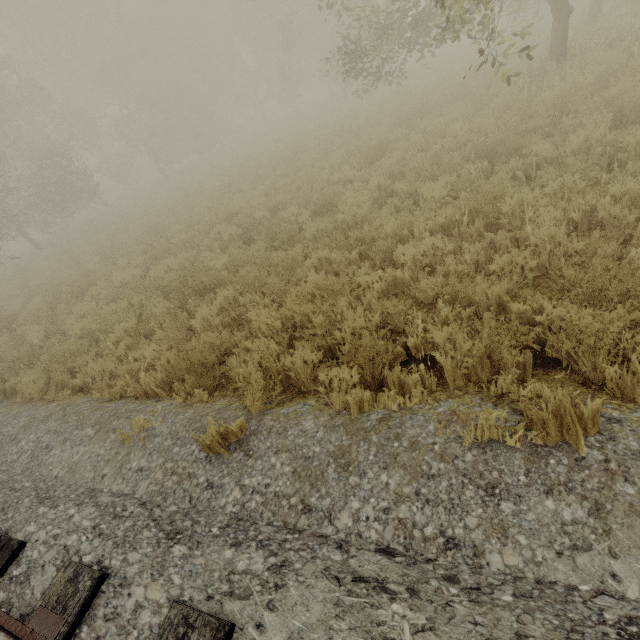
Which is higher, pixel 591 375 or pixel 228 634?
pixel 228 634
